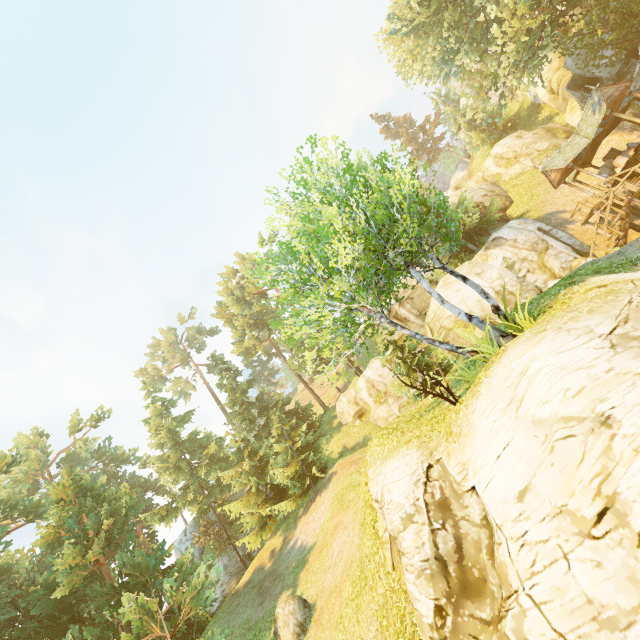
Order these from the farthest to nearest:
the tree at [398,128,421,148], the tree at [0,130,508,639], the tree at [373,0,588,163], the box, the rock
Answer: the tree at [398,128,421,148]
the box
the tree at [373,0,588,163]
the rock
the tree at [0,130,508,639]

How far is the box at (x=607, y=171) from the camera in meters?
21.5

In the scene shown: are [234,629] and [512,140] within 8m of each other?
no

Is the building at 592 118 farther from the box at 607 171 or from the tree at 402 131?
the tree at 402 131

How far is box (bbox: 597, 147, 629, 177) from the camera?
21.48m

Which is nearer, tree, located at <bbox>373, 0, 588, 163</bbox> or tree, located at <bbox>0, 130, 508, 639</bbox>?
tree, located at <bbox>0, 130, 508, 639</bbox>

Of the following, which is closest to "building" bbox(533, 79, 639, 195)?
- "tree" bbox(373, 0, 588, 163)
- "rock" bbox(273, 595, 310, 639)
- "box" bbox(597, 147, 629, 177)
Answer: "box" bbox(597, 147, 629, 177)
